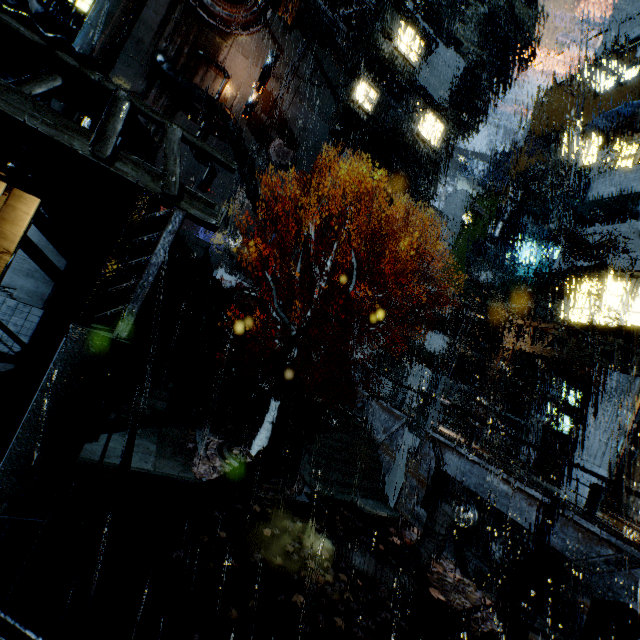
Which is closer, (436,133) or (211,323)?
(211,323)

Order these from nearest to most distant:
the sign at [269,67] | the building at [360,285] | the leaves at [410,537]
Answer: the leaves at [410,537] < the sign at [269,67] < the building at [360,285]

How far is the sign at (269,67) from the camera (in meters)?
27.62

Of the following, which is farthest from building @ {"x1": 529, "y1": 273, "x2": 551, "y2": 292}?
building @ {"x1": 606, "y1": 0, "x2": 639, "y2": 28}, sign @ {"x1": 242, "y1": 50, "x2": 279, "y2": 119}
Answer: building @ {"x1": 606, "y1": 0, "x2": 639, "y2": 28}

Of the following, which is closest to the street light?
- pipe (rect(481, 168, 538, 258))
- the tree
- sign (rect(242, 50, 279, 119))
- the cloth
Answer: the tree

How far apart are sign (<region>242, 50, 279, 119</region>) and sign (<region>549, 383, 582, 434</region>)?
33.0m

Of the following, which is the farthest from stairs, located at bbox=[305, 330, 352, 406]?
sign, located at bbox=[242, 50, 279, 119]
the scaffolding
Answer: sign, located at bbox=[242, 50, 279, 119]

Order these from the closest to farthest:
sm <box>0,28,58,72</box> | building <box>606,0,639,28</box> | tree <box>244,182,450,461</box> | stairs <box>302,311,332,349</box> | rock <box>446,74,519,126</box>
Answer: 1. sm <box>0,28,58,72</box>
2. tree <box>244,182,450,461</box>
3. stairs <box>302,311,332,349</box>
4. building <box>606,0,639,28</box>
5. rock <box>446,74,519,126</box>
